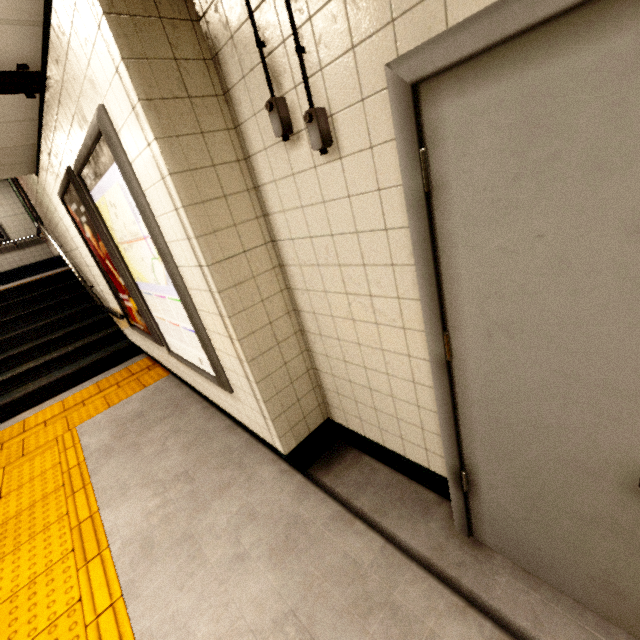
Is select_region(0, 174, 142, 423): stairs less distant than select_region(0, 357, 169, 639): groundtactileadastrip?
No

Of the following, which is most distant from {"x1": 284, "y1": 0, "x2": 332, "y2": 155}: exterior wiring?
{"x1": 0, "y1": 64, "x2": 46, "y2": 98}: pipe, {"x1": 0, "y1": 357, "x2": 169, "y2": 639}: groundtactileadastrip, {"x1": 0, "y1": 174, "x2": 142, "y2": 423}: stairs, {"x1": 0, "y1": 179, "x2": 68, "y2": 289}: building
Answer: {"x1": 0, "y1": 179, "x2": 68, "y2": 289}: building

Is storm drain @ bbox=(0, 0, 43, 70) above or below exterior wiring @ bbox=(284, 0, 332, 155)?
above

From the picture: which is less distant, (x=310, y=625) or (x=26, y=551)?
(x=310, y=625)

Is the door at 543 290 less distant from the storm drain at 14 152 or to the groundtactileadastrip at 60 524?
the storm drain at 14 152

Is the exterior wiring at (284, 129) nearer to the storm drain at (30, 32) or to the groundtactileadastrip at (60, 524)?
the storm drain at (30, 32)

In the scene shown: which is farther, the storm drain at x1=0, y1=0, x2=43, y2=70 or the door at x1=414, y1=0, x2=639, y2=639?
the storm drain at x1=0, y1=0, x2=43, y2=70

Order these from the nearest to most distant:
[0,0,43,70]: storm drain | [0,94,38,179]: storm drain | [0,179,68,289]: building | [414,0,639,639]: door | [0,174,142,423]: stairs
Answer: [414,0,639,639]: door, [0,0,43,70]: storm drain, [0,94,38,179]: storm drain, [0,174,142,423]: stairs, [0,179,68,289]: building
